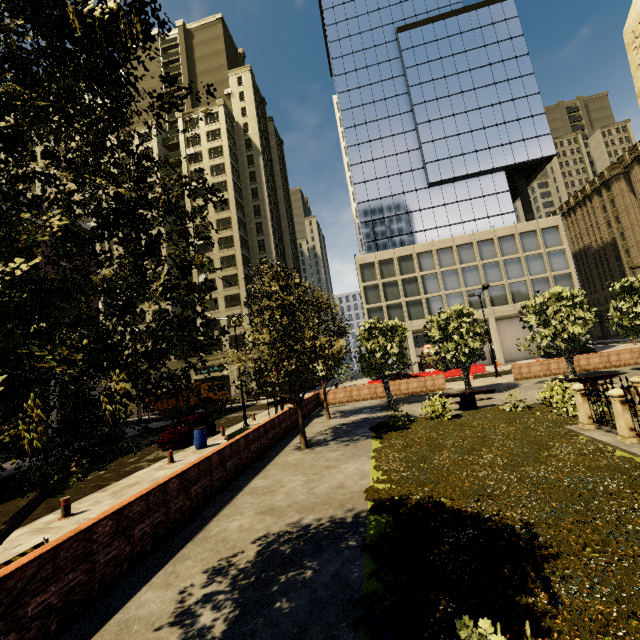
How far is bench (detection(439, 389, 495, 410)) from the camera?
15.91m

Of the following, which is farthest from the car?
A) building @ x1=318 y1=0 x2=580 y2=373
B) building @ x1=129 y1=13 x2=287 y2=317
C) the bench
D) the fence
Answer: building @ x1=318 y1=0 x2=580 y2=373

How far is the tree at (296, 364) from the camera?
12.5 meters

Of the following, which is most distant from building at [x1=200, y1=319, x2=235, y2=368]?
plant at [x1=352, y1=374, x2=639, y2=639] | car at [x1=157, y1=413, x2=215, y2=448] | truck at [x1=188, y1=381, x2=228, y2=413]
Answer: plant at [x1=352, y1=374, x2=639, y2=639]

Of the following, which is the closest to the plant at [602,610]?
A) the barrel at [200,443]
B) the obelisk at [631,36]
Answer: the obelisk at [631,36]

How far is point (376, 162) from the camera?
→ 46.4 meters

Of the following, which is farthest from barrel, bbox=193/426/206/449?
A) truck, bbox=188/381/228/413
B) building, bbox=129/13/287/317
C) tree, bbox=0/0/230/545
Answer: truck, bbox=188/381/228/413

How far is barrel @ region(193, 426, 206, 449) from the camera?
16.5 meters
